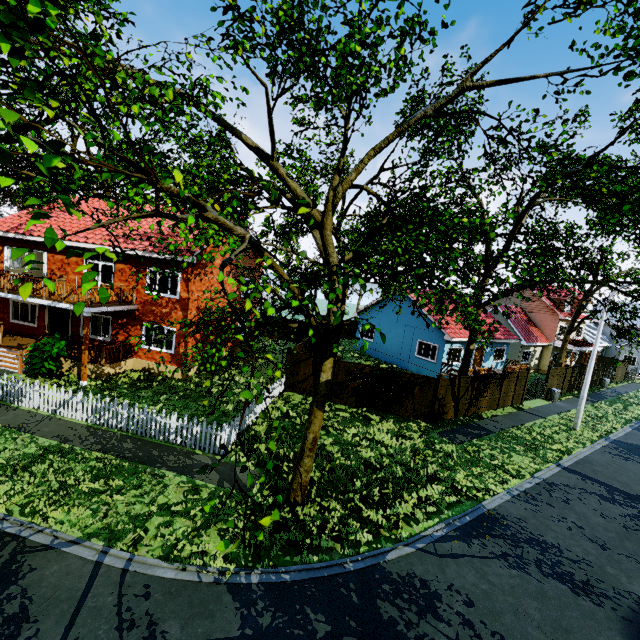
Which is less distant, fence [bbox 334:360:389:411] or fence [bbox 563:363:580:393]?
fence [bbox 334:360:389:411]

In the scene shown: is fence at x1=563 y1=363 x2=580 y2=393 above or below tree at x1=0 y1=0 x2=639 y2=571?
below

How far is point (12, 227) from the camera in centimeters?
1830cm

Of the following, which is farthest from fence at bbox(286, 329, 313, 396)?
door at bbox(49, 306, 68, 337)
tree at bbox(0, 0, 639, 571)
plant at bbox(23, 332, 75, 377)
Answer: door at bbox(49, 306, 68, 337)

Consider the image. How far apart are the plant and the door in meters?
4.2

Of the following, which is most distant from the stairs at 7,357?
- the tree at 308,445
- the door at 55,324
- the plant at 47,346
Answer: the tree at 308,445

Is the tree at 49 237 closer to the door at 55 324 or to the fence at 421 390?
the fence at 421 390

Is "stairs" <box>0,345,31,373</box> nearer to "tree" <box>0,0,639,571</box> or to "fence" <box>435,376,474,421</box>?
"fence" <box>435,376,474,421</box>
